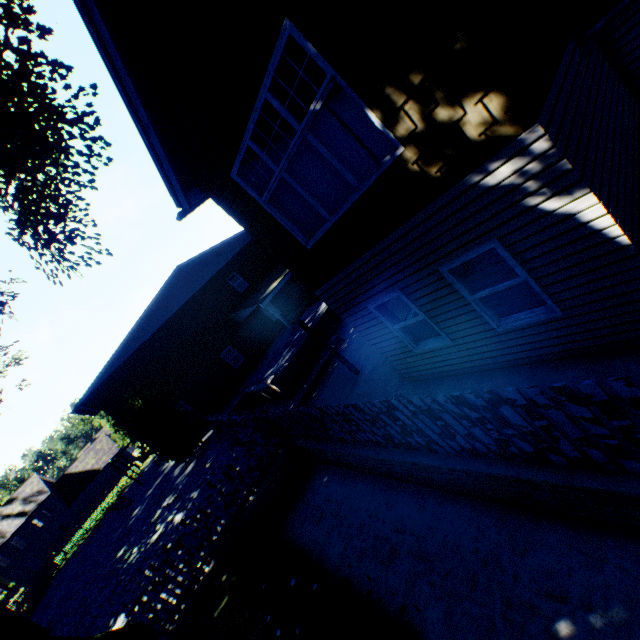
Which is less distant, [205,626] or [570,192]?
[570,192]

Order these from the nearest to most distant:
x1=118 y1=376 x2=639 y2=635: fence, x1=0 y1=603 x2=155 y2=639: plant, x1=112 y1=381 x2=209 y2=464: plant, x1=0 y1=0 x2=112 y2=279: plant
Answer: x1=118 y1=376 x2=639 y2=635: fence → x1=0 y1=603 x2=155 y2=639: plant → x1=0 y1=0 x2=112 y2=279: plant → x1=112 y1=381 x2=209 y2=464: plant

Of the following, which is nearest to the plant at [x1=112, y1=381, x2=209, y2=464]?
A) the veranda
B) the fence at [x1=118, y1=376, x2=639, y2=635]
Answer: the fence at [x1=118, y1=376, x2=639, y2=635]

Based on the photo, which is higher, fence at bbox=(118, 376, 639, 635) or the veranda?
the veranda

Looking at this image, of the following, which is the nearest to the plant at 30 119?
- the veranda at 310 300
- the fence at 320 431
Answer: the fence at 320 431

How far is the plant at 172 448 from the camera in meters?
16.5 m
